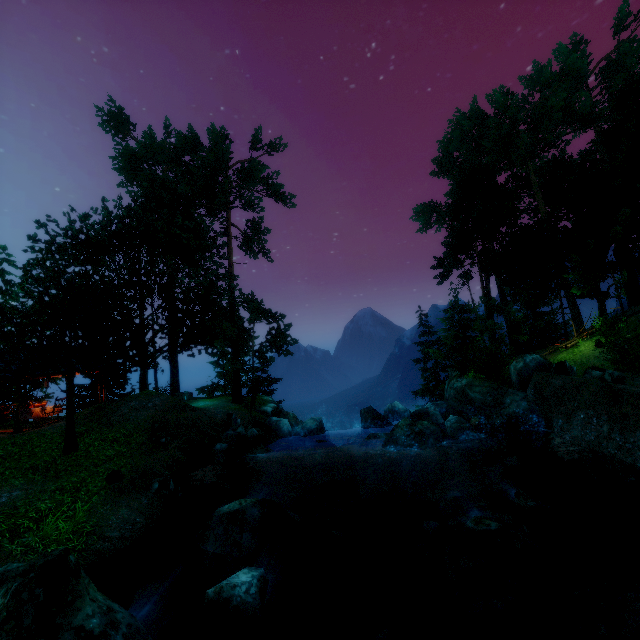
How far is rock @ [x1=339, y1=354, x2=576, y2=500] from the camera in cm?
1202

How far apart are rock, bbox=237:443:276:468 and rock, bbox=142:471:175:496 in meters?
3.6

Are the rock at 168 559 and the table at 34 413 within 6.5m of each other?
no

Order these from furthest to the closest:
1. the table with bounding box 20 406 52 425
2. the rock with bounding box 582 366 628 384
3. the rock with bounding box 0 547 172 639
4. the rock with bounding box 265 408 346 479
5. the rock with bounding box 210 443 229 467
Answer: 1. the table with bounding box 20 406 52 425
2. the rock with bounding box 265 408 346 479
3. the rock with bounding box 210 443 229 467
4. the rock with bounding box 582 366 628 384
5. the rock with bounding box 0 547 172 639

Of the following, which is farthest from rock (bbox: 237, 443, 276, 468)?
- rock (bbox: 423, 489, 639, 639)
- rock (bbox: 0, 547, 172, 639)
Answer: rock (bbox: 0, 547, 172, 639)

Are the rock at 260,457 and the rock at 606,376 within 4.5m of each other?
no

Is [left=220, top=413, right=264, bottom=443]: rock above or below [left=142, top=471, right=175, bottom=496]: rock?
above

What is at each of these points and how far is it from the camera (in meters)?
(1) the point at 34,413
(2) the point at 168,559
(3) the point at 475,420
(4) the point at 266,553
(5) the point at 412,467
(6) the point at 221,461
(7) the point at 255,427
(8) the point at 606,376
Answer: (1) table, 17.36
(2) rock, 6.64
(3) barrel, 14.34
(4) rock, 6.66
(5) rock, 11.86
(6) rock, 13.26
(7) rock, 16.59
(8) rock, 11.05
